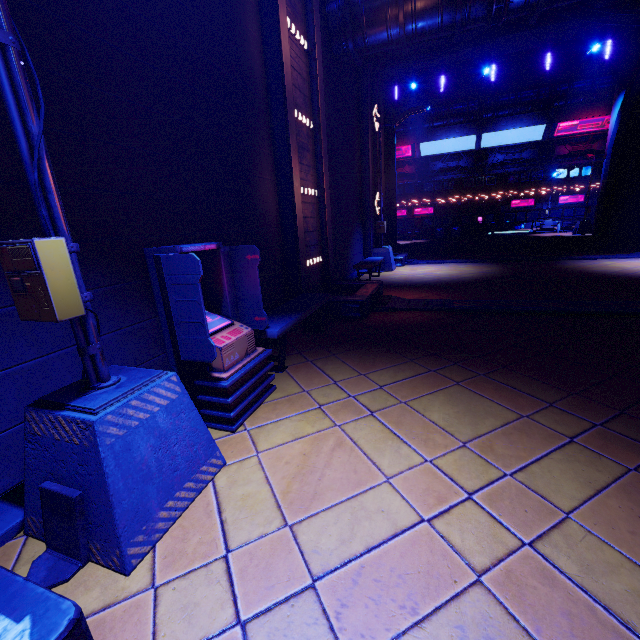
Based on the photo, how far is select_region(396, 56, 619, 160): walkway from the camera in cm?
2403

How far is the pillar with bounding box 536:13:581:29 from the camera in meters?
12.2

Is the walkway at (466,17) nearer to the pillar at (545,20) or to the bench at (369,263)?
the pillar at (545,20)

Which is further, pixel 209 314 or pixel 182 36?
pixel 182 36

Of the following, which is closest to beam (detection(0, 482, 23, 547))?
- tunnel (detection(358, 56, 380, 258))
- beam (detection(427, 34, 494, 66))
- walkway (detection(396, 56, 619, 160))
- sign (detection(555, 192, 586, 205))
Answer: tunnel (detection(358, 56, 380, 258))

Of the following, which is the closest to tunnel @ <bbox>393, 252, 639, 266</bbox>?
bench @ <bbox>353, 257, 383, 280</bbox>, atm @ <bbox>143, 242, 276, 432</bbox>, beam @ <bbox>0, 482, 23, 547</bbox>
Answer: bench @ <bbox>353, 257, 383, 280</bbox>

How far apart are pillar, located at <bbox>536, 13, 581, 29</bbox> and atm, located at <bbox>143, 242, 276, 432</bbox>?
16.2 meters

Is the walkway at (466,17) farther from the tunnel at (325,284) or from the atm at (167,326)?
the atm at (167,326)
